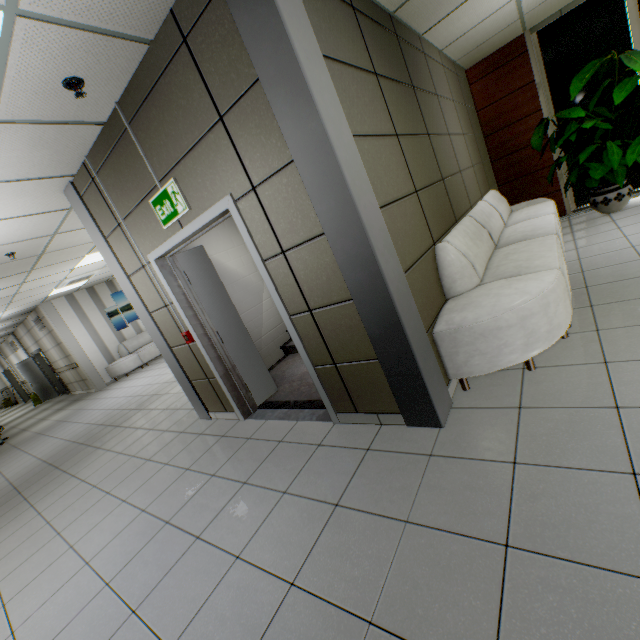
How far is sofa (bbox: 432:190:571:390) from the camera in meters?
2.4

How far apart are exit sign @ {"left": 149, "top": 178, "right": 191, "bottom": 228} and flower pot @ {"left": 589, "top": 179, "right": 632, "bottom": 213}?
6.2 meters

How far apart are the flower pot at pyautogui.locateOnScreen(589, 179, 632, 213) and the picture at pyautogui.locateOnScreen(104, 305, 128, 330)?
13.33m

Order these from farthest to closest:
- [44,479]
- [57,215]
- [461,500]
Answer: [44,479]
[57,215]
[461,500]

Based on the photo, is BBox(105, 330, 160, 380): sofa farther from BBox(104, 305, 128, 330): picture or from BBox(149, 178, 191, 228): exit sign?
BBox(149, 178, 191, 228): exit sign

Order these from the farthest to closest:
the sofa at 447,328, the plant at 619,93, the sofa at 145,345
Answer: the sofa at 145,345
the plant at 619,93
the sofa at 447,328

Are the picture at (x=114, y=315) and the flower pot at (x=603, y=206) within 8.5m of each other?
no

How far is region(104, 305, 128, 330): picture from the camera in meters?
11.5 m
